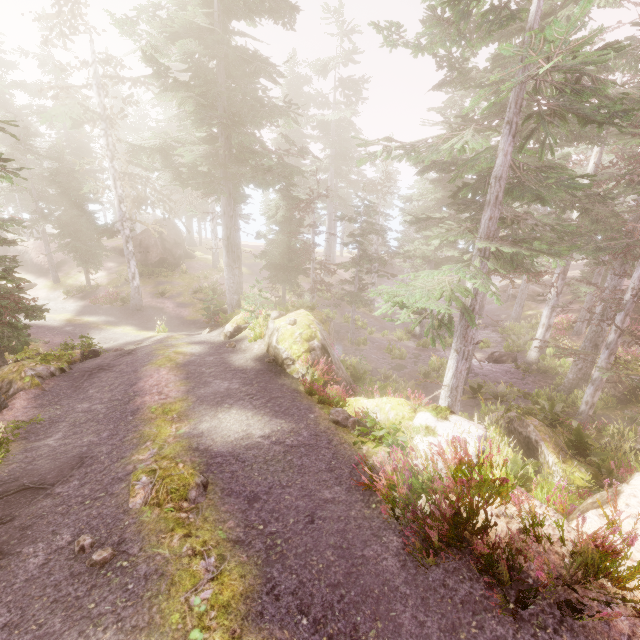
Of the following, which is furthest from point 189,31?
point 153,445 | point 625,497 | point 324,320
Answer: point 625,497

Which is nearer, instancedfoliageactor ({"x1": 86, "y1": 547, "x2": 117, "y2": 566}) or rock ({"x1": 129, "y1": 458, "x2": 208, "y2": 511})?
instancedfoliageactor ({"x1": 86, "y1": 547, "x2": 117, "y2": 566})

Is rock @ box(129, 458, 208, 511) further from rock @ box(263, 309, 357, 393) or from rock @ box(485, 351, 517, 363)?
rock @ box(485, 351, 517, 363)

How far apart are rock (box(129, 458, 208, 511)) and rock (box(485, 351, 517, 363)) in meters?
22.8

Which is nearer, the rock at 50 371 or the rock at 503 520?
the rock at 503 520

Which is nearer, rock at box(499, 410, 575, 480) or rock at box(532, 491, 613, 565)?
rock at box(532, 491, 613, 565)

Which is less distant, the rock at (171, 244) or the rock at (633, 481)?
the rock at (633, 481)

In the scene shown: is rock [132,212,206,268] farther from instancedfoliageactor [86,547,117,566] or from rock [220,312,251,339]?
rock [220,312,251,339]
